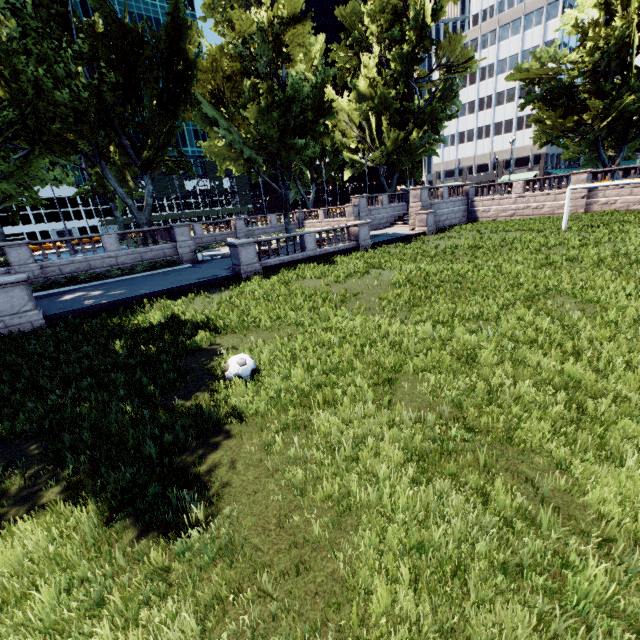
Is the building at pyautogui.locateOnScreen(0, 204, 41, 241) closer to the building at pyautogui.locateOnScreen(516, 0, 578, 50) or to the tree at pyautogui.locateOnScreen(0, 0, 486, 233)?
the tree at pyautogui.locateOnScreen(0, 0, 486, 233)

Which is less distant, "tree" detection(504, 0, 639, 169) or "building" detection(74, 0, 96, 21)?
"tree" detection(504, 0, 639, 169)

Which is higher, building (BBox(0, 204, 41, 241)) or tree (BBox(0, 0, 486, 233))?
tree (BBox(0, 0, 486, 233))

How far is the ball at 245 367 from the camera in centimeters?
692cm

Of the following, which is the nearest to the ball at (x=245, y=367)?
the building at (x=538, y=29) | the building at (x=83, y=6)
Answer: the building at (x=83, y=6)

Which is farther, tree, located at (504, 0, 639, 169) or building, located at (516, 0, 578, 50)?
building, located at (516, 0, 578, 50)

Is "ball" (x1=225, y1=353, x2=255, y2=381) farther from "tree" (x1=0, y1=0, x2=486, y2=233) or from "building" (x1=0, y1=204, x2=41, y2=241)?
"building" (x1=0, y1=204, x2=41, y2=241)

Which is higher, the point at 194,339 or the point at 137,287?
the point at 137,287
